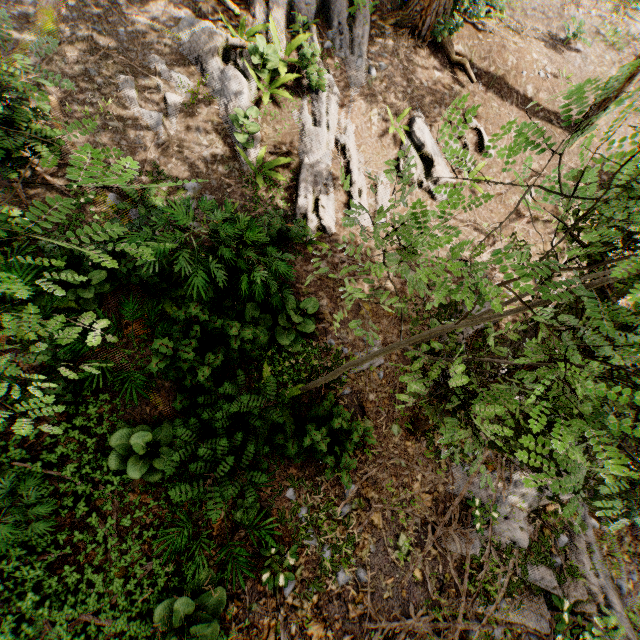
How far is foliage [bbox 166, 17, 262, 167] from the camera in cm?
866

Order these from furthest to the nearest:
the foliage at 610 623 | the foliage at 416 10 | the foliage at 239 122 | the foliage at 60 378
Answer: the foliage at 416 10
the foliage at 239 122
the foliage at 60 378
the foliage at 610 623

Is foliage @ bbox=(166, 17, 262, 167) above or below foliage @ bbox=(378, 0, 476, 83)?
below

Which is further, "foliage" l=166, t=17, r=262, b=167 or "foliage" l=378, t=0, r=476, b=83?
"foliage" l=378, t=0, r=476, b=83

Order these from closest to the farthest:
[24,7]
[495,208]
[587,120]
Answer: [587,120] < [24,7] < [495,208]

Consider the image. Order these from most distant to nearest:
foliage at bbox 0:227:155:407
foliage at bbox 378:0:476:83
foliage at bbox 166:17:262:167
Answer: foliage at bbox 378:0:476:83
foliage at bbox 166:17:262:167
foliage at bbox 0:227:155:407

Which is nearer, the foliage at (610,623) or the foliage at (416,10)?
the foliage at (610,623)
